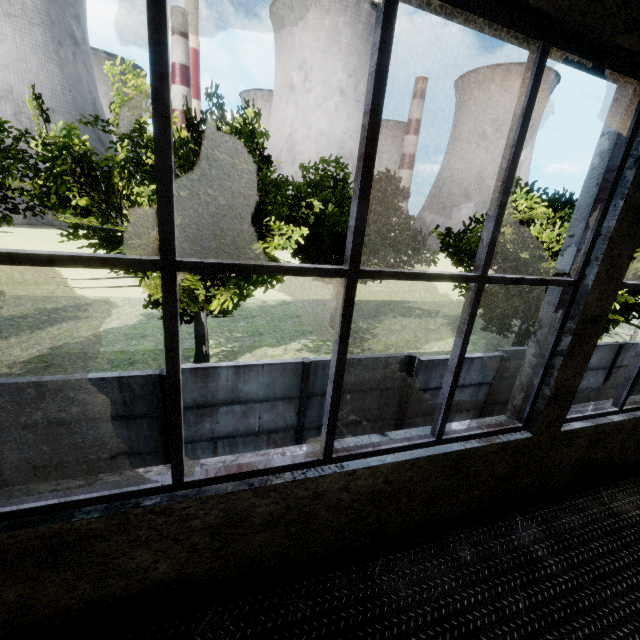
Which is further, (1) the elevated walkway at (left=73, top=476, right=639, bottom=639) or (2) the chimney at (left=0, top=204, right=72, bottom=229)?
(2) the chimney at (left=0, top=204, right=72, bottom=229)

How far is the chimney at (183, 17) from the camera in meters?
57.2

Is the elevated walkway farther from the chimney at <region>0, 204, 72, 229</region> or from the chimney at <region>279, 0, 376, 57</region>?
the chimney at <region>279, 0, 376, 57</region>

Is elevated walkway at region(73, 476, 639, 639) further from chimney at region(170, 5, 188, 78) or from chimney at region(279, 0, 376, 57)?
chimney at region(170, 5, 188, 78)

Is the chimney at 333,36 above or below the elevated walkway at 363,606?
above

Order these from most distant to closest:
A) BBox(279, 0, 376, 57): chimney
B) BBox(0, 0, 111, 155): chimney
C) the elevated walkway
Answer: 1. BBox(279, 0, 376, 57): chimney
2. BBox(0, 0, 111, 155): chimney
3. the elevated walkway

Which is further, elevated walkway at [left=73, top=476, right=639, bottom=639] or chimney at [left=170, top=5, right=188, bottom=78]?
chimney at [left=170, top=5, right=188, bottom=78]

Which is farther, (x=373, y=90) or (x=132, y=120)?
(x=132, y=120)
